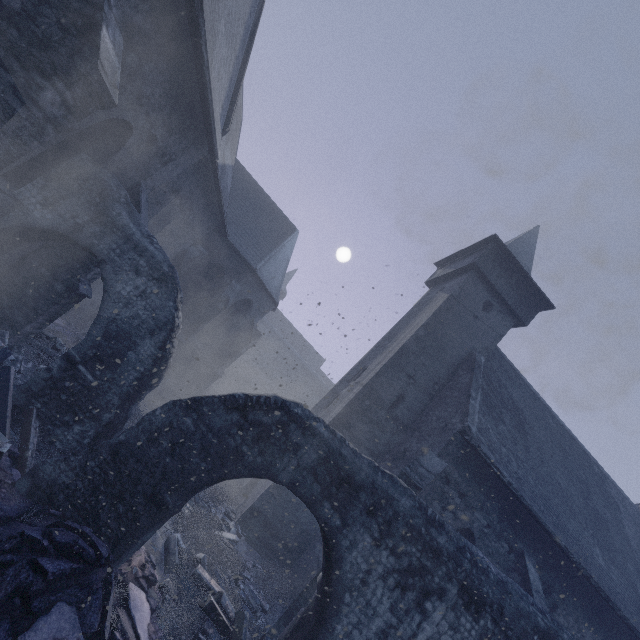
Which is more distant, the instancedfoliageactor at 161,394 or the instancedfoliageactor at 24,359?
the instancedfoliageactor at 161,394

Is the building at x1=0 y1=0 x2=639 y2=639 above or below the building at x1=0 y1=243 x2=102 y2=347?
above

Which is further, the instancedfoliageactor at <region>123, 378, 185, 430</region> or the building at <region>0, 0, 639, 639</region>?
the instancedfoliageactor at <region>123, 378, 185, 430</region>

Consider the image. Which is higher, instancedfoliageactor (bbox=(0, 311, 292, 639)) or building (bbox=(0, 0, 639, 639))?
building (bbox=(0, 0, 639, 639))

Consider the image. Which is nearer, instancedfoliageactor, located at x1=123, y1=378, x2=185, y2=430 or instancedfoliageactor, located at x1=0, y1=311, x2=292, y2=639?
instancedfoliageactor, located at x1=0, y1=311, x2=292, y2=639

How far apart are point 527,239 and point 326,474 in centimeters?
1714cm

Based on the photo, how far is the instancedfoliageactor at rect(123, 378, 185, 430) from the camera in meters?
9.7 m

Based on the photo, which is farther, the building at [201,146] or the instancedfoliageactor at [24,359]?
the building at [201,146]
